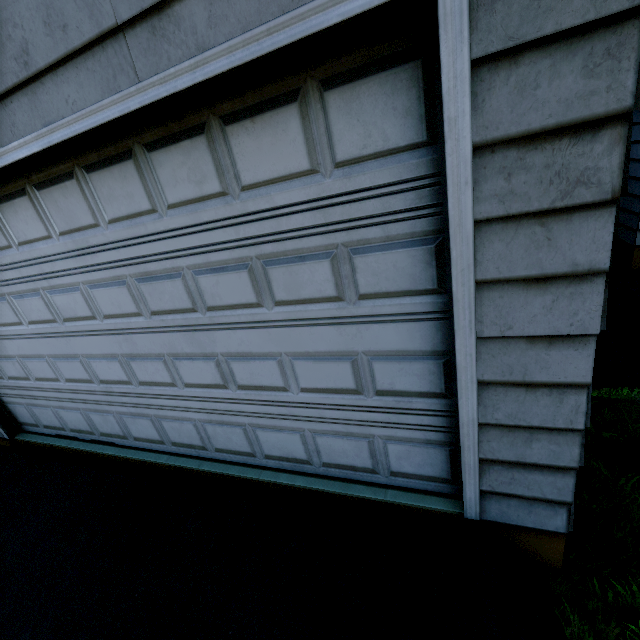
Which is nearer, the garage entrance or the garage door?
the garage door

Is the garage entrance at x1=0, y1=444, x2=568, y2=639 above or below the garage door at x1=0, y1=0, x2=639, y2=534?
below

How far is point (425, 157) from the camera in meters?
1.3 m

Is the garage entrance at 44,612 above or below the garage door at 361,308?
below

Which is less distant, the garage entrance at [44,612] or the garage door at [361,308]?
the garage door at [361,308]
